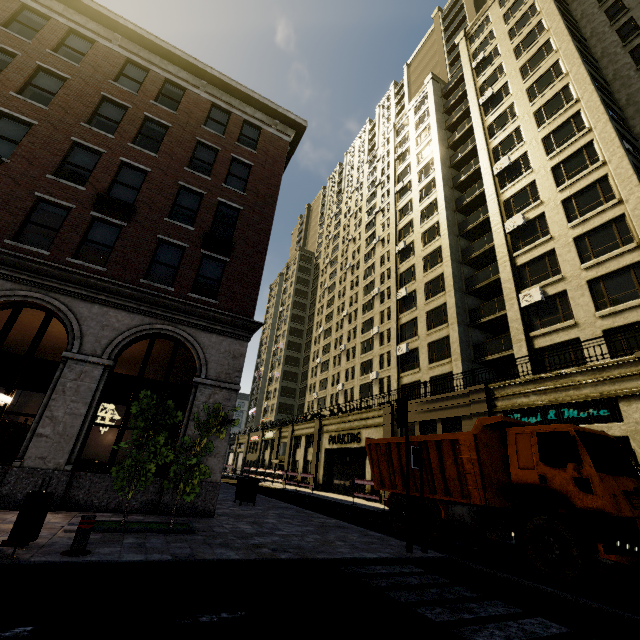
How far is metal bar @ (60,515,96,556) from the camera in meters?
5.4

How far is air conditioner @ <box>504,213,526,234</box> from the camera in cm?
2209

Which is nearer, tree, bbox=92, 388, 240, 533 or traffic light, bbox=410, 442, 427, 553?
tree, bbox=92, 388, 240, 533

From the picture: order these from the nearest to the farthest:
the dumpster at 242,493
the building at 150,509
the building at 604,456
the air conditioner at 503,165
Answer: the building at 150,509, the building at 604,456, the dumpster at 242,493, the air conditioner at 503,165

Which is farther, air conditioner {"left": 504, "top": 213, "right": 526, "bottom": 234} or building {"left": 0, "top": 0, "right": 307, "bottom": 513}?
air conditioner {"left": 504, "top": 213, "right": 526, "bottom": 234}

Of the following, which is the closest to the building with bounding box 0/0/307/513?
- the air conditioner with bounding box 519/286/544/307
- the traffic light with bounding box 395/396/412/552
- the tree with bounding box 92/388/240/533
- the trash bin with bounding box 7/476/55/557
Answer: the air conditioner with bounding box 519/286/544/307

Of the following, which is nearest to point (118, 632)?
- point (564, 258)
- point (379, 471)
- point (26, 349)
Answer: point (379, 471)

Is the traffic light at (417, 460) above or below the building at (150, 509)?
above
